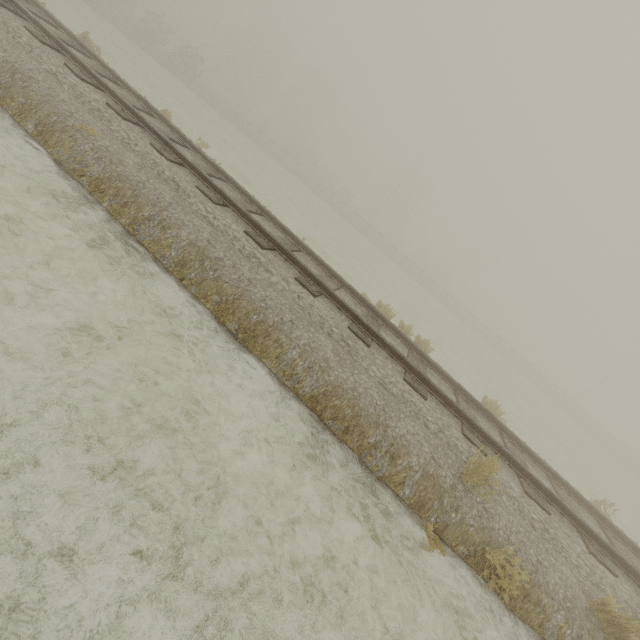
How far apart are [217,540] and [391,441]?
2.6 meters
